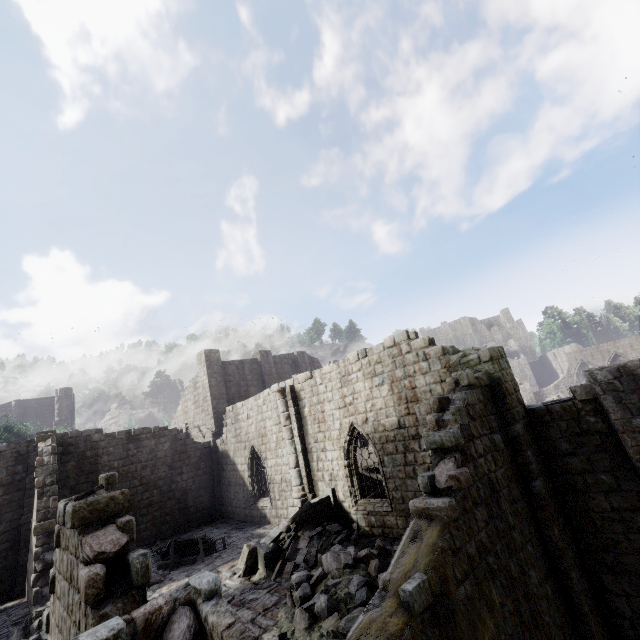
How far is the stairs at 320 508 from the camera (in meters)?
11.14

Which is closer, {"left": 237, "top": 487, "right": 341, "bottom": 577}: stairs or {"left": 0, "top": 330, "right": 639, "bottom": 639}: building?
{"left": 0, "top": 330, "right": 639, "bottom": 639}: building

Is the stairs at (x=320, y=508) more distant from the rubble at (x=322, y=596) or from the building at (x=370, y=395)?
the rubble at (x=322, y=596)

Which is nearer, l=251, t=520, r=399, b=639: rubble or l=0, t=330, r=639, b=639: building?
l=0, t=330, r=639, b=639: building

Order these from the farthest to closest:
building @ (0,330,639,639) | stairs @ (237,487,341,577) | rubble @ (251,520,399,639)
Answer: stairs @ (237,487,341,577) → rubble @ (251,520,399,639) → building @ (0,330,639,639)

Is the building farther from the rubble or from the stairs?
the rubble

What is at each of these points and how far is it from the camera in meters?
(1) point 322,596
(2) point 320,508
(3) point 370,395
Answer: (1) rubble, 7.7
(2) stairs, 13.3
(3) building, 12.9

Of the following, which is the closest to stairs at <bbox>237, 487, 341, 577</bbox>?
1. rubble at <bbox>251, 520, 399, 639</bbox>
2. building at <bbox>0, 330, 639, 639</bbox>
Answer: building at <bbox>0, 330, 639, 639</bbox>
